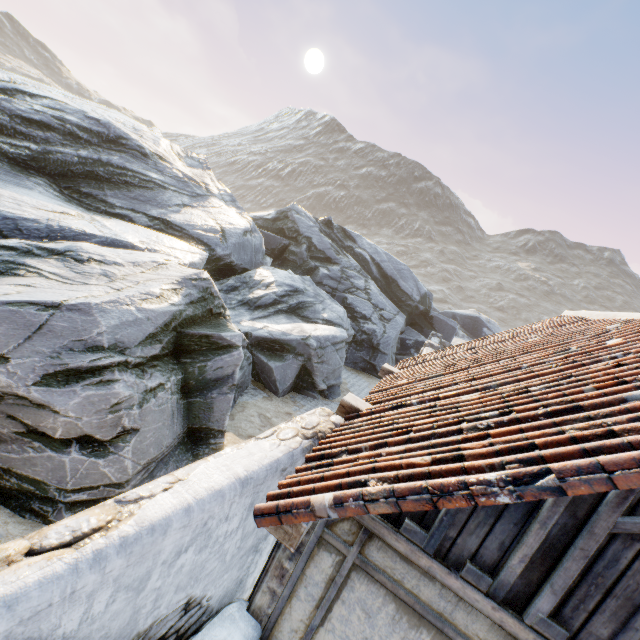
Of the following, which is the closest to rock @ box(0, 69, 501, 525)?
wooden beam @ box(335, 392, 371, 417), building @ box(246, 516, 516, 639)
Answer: building @ box(246, 516, 516, 639)

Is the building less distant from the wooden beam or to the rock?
the wooden beam

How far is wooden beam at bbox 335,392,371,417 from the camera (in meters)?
4.57

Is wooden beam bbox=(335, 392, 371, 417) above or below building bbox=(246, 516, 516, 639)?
above

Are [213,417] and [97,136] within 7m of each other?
no

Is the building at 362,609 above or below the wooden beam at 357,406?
below

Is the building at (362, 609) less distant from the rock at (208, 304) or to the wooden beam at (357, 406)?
the wooden beam at (357, 406)

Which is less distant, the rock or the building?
the building
